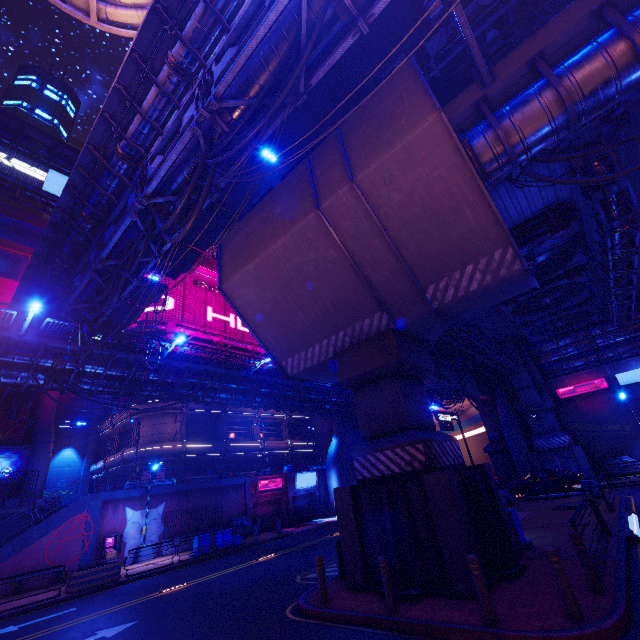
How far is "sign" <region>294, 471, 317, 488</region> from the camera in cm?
3484

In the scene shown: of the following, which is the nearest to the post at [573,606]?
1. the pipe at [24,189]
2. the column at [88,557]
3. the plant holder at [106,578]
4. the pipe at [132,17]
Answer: the pipe at [132,17]

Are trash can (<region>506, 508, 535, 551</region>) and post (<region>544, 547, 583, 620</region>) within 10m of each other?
yes

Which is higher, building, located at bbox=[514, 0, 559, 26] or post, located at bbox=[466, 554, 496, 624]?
building, located at bbox=[514, 0, 559, 26]

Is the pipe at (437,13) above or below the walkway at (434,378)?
above

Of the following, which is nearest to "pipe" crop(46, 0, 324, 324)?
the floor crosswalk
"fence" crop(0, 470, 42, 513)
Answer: "fence" crop(0, 470, 42, 513)

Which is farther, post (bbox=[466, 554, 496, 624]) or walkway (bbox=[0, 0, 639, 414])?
walkway (bbox=[0, 0, 639, 414])

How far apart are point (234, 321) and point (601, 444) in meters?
41.4 m
